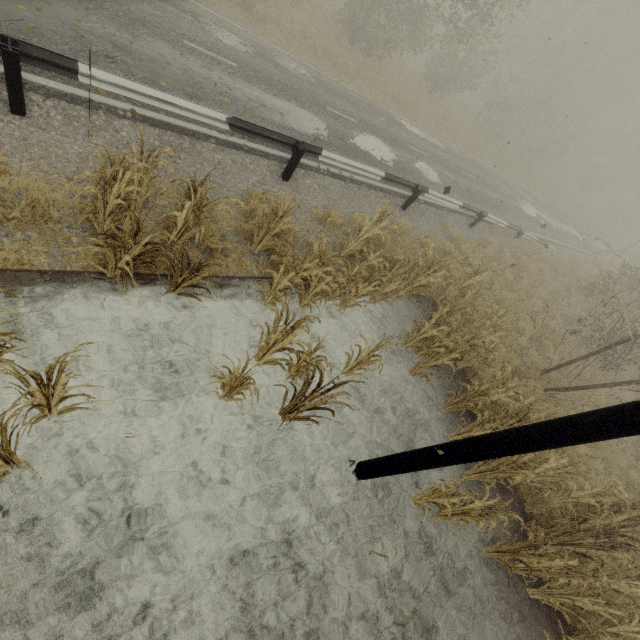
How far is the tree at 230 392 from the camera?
4.0 meters

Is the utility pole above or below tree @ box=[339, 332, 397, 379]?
above

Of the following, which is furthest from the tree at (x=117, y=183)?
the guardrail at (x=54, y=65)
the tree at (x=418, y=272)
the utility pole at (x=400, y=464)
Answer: the utility pole at (x=400, y=464)

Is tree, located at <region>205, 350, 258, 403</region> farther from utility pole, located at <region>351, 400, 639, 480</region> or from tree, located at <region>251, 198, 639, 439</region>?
utility pole, located at <region>351, 400, 639, 480</region>

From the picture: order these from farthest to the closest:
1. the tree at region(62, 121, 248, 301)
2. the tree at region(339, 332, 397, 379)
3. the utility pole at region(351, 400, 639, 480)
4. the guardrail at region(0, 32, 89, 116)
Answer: the tree at region(339, 332, 397, 379) < the guardrail at region(0, 32, 89, 116) < the tree at region(62, 121, 248, 301) < the utility pole at region(351, 400, 639, 480)

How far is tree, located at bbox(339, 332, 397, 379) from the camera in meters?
5.4 m

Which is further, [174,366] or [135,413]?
[174,366]

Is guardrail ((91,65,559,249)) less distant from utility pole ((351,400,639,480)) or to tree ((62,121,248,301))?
tree ((62,121,248,301))
